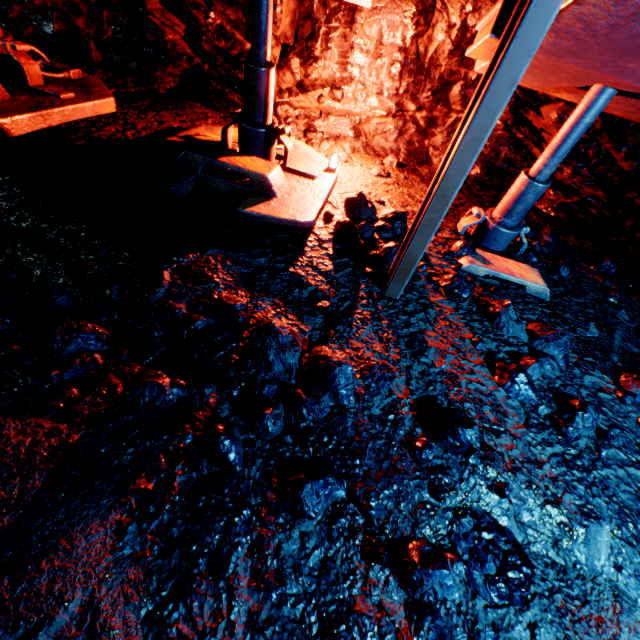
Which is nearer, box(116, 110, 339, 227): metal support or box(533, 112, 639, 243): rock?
box(116, 110, 339, 227): metal support

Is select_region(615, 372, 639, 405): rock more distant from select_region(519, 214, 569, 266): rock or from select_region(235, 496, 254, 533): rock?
select_region(519, 214, 569, 266): rock

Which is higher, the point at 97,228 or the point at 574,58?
the point at 574,58

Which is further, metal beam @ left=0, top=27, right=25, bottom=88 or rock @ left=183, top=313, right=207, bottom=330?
metal beam @ left=0, top=27, right=25, bottom=88

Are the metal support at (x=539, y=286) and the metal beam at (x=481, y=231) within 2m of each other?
yes

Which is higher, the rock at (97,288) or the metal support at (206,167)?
the metal support at (206,167)

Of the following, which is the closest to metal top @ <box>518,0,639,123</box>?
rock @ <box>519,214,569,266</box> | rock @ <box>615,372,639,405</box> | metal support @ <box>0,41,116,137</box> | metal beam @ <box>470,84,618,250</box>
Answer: metal beam @ <box>470,84,618,250</box>

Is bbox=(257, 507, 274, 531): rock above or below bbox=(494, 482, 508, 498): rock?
below
